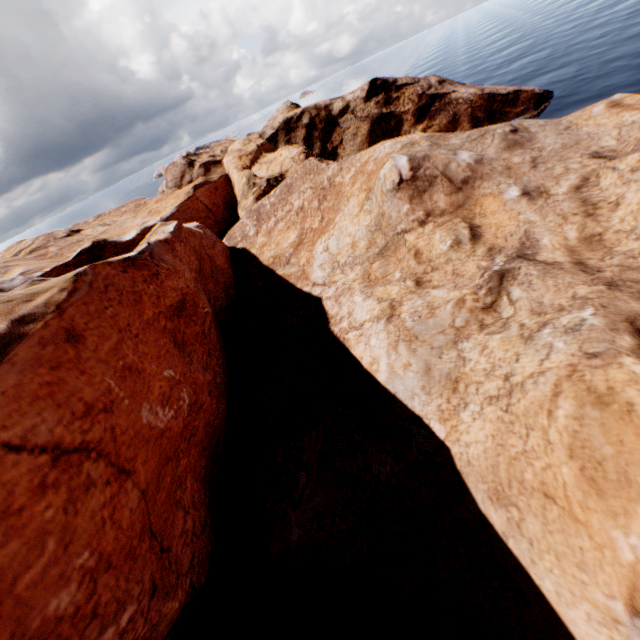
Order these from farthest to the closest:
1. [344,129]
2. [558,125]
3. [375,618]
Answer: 1. [344,129]
2. [558,125]
3. [375,618]
